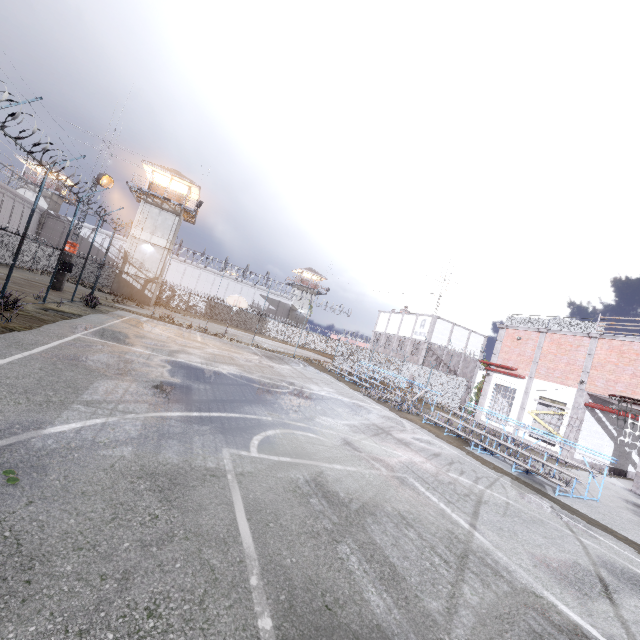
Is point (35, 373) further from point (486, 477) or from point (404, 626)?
point (486, 477)

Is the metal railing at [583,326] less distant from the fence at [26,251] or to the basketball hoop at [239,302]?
the fence at [26,251]

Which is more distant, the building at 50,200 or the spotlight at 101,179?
the building at 50,200

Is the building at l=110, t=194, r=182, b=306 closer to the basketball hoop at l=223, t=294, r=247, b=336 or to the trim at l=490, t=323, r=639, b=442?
the basketball hoop at l=223, t=294, r=247, b=336

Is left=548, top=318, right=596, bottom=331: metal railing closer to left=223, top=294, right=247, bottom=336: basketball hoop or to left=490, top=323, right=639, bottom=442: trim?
left=490, top=323, right=639, bottom=442: trim

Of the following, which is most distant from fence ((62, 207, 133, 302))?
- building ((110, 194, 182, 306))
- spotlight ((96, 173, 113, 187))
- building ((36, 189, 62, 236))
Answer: building ((36, 189, 62, 236))

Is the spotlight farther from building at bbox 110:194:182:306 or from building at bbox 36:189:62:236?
building at bbox 36:189:62:236

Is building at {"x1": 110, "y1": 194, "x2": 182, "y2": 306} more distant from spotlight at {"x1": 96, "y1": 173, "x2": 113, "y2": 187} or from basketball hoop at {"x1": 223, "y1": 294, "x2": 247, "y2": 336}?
basketball hoop at {"x1": 223, "y1": 294, "x2": 247, "y2": 336}
